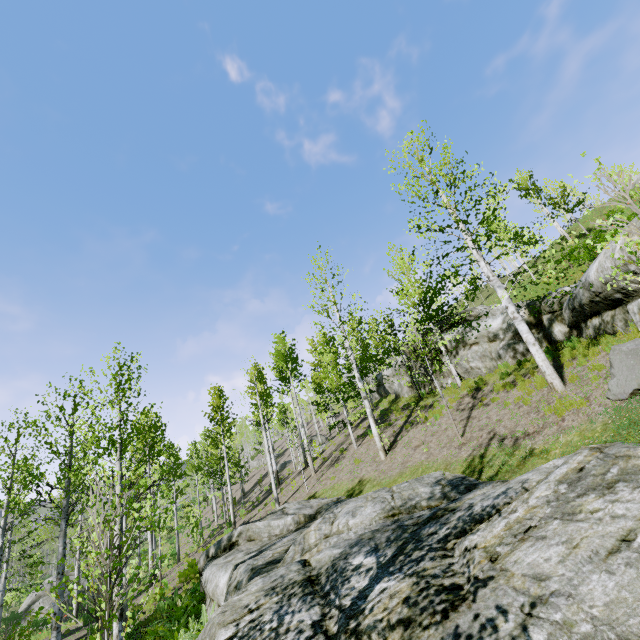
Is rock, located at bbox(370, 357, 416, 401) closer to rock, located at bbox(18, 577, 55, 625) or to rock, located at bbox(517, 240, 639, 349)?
rock, located at bbox(517, 240, 639, 349)

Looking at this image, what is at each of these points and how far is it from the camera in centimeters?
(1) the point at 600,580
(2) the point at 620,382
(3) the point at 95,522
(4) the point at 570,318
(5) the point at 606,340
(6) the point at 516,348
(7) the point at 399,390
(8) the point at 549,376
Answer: (1) rock, 326cm
(2) rock, 675cm
(3) instancedfoliageactor, 600cm
(4) rock, 1148cm
(5) instancedfoliageactor, 918cm
(6) rock, 1395cm
(7) rock, 2392cm
(8) instancedfoliageactor, 919cm

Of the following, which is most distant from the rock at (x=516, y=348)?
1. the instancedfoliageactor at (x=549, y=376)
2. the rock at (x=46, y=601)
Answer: the rock at (x=46, y=601)

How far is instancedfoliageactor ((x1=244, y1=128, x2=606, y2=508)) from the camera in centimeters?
1002cm

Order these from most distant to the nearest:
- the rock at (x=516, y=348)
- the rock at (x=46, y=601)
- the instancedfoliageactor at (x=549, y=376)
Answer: the rock at (x=46, y=601), the rock at (x=516, y=348), the instancedfoliageactor at (x=549, y=376)

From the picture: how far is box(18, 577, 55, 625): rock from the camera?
27.55m

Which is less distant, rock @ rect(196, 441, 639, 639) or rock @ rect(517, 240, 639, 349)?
rock @ rect(196, 441, 639, 639)

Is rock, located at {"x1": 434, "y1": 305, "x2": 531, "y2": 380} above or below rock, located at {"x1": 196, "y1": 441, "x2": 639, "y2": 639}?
above
